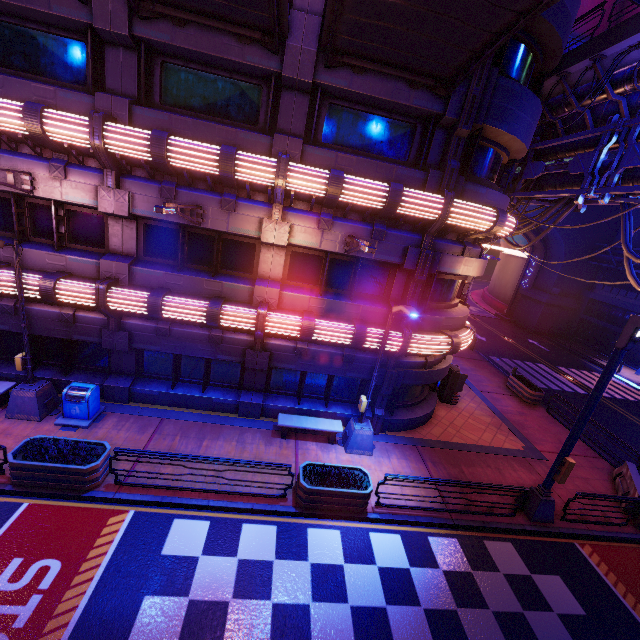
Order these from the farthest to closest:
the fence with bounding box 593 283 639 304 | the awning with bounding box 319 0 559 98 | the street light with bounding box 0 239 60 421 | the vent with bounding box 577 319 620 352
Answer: the vent with bounding box 577 319 620 352 < the fence with bounding box 593 283 639 304 < the street light with bounding box 0 239 60 421 < the awning with bounding box 319 0 559 98

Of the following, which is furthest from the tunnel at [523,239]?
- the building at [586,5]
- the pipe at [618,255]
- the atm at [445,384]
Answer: the atm at [445,384]

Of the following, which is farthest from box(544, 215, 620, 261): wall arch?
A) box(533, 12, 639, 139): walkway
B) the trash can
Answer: the trash can

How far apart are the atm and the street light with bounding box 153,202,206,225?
13.38m

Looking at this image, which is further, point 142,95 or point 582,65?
point 582,65

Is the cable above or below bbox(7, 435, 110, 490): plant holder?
above

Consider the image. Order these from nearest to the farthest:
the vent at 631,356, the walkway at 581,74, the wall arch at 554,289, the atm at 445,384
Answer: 1. the walkway at 581,74
2. the atm at 445,384
3. the vent at 631,356
4. the wall arch at 554,289

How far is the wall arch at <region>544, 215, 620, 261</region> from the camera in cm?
3362
